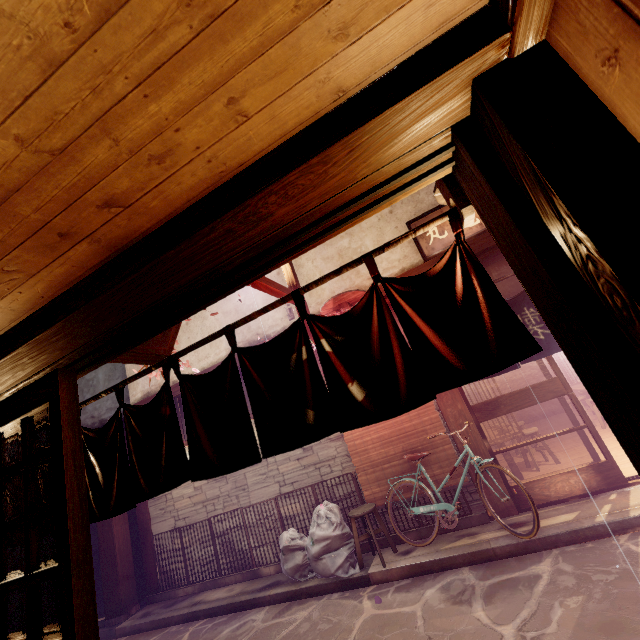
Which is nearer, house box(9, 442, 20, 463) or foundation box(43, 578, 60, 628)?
foundation box(43, 578, 60, 628)

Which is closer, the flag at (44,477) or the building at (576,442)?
the flag at (44,477)

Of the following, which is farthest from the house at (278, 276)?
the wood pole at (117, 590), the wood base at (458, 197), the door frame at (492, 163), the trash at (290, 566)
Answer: the door frame at (492, 163)

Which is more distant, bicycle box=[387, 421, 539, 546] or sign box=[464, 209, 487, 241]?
sign box=[464, 209, 487, 241]

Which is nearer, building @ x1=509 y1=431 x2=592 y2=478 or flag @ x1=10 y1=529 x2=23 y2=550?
flag @ x1=10 y1=529 x2=23 y2=550

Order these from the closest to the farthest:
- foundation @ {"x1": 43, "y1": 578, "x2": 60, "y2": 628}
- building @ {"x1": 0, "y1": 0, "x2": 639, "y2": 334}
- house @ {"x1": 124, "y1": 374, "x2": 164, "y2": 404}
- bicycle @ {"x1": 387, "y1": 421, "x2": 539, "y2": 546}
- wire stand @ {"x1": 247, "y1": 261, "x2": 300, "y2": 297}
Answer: building @ {"x1": 0, "y1": 0, "x2": 639, "y2": 334} < bicycle @ {"x1": 387, "y1": 421, "x2": 539, "y2": 546} < wire stand @ {"x1": 247, "y1": 261, "x2": 300, "y2": 297} < foundation @ {"x1": 43, "y1": 578, "x2": 60, "y2": 628} < house @ {"x1": 124, "y1": 374, "x2": 164, "y2": 404}

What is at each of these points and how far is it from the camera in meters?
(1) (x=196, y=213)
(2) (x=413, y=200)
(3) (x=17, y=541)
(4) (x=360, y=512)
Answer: (1) wood bar, 2.0 m
(2) house, 12.2 m
(3) flag, 3.7 m
(4) chair, 9.4 m

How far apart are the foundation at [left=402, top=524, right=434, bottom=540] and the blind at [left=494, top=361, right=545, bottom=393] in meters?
14.4
